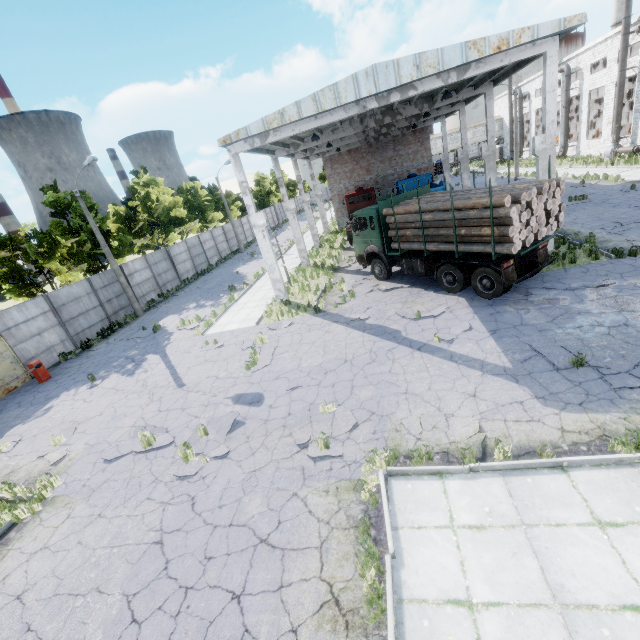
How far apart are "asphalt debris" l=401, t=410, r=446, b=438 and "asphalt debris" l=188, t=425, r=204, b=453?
4.4 meters

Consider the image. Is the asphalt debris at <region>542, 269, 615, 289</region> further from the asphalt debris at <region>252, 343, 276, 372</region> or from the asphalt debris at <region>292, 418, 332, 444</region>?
the asphalt debris at <region>252, 343, 276, 372</region>

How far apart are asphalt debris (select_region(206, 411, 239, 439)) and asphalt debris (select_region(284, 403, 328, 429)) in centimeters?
144cm

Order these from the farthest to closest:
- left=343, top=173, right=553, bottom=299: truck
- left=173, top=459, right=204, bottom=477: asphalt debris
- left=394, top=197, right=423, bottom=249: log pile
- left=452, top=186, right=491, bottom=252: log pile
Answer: left=394, top=197, right=423, bottom=249: log pile, left=343, top=173, right=553, bottom=299: truck, left=452, top=186, right=491, bottom=252: log pile, left=173, top=459, right=204, bottom=477: asphalt debris

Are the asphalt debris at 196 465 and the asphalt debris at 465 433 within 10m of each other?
yes

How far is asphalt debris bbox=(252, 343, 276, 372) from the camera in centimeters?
1157cm

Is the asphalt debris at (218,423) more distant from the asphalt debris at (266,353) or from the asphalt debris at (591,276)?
the asphalt debris at (591,276)

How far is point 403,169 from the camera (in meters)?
32.41
